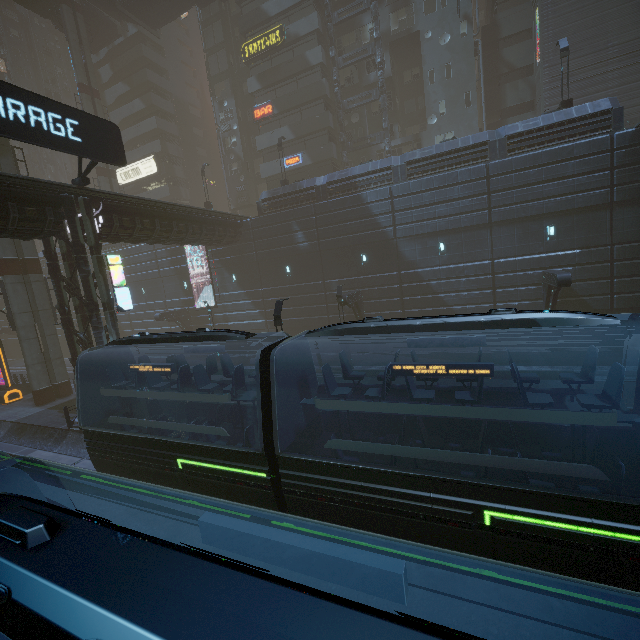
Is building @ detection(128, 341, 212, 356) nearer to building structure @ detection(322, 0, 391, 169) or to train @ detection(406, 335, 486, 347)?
building structure @ detection(322, 0, 391, 169)

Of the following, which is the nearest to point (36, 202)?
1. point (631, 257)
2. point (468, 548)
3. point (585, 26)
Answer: point (468, 548)

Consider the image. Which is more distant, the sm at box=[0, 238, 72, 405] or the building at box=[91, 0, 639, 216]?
the building at box=[91, 0, 639, 216]

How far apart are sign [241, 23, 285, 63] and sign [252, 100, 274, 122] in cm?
434

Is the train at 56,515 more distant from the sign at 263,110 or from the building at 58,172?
the sign at 263,110

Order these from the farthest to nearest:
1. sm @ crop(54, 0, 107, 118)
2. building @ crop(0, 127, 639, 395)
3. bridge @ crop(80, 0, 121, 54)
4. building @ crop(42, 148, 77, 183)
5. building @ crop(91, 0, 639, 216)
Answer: building @ crop(42, 148, 77, 183)
bridge @ crop(80, 0, 121, 54)
sm @ crop(54, 0, 107, 118)
building @ crop(91, 0, 639, 216)
building @ crop(0, 127, 639, 395)

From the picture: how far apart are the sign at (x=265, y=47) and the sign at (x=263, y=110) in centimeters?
434cm

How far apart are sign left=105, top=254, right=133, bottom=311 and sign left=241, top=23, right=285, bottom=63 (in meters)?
29.33
